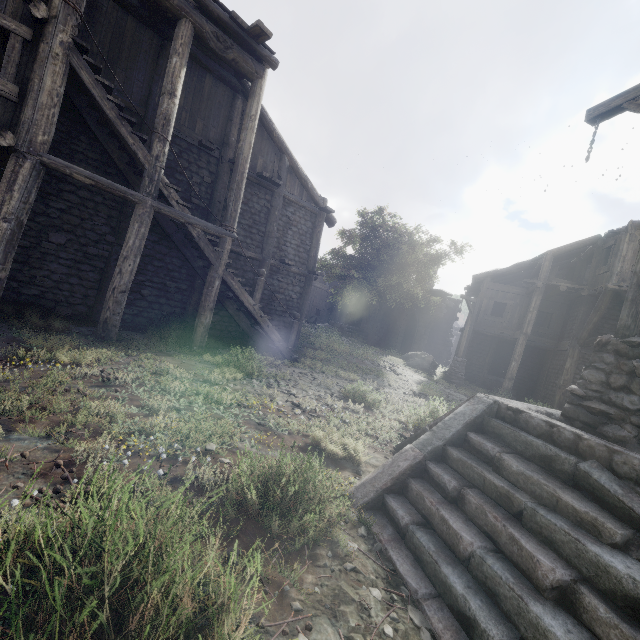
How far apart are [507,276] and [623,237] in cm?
728

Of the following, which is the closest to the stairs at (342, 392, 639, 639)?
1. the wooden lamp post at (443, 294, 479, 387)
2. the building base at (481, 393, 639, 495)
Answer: the building base at (481, 393, 639, 495)

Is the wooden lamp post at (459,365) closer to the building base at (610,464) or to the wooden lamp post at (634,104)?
the wooden lamp post at (634,104)

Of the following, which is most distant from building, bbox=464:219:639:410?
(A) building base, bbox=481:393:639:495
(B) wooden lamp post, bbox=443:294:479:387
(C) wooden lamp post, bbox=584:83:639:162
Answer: (A) building base, bbox=481:393:639:495

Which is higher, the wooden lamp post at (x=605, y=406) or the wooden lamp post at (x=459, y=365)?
the wooden lamp post at (x=605, y=406)

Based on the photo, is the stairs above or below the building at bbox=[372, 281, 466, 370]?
below
